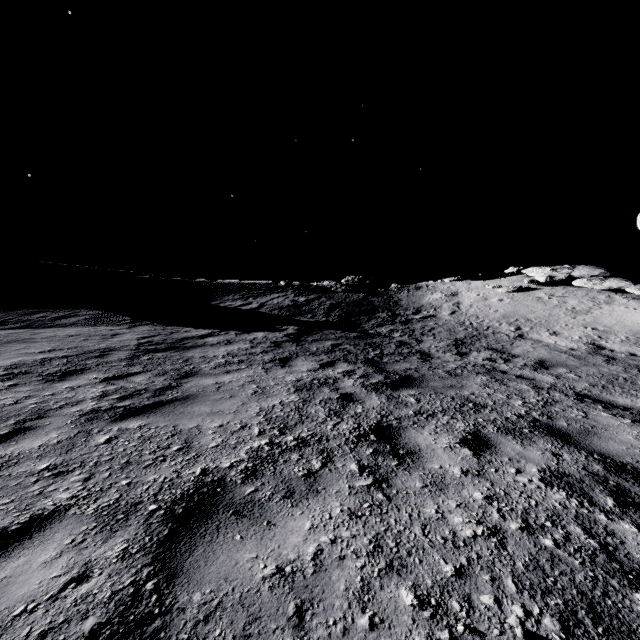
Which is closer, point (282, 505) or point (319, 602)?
point (319, 602)
